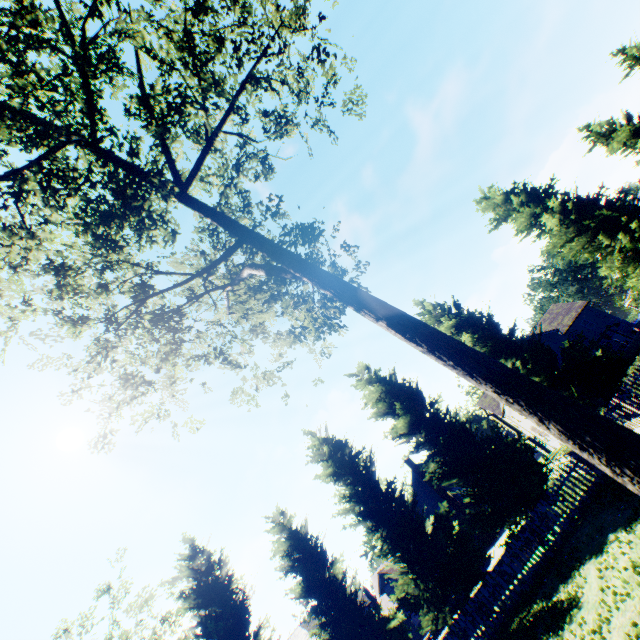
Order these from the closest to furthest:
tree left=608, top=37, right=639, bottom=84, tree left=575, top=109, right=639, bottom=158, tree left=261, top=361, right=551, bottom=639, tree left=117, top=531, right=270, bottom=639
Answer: tree left=261, top=361, right=551, bottom=639 → tree left=117, top=531, right=270, bottom=639 → tree left=575, top=109, right=639, bottom=158 → tree left=608, top=37, right=639, bottom=84

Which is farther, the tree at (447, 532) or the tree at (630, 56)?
the tree at (630, 56)

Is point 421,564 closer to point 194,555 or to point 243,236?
point 194,555

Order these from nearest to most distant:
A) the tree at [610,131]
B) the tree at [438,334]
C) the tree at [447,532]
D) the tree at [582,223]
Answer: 1. the tree at [438,334]
2. the tree at [447,532]
3. the tree at [582,223]
4. the tree at [610,131]

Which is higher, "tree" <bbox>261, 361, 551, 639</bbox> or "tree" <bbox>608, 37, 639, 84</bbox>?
"tree" <bbox>608, 37, 639, 84</bbox>

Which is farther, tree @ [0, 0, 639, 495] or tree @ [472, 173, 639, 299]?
tree @ [472, 173, 639, 299]

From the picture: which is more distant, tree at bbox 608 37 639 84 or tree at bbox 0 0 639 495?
tree at bbox 608 37 639 84
